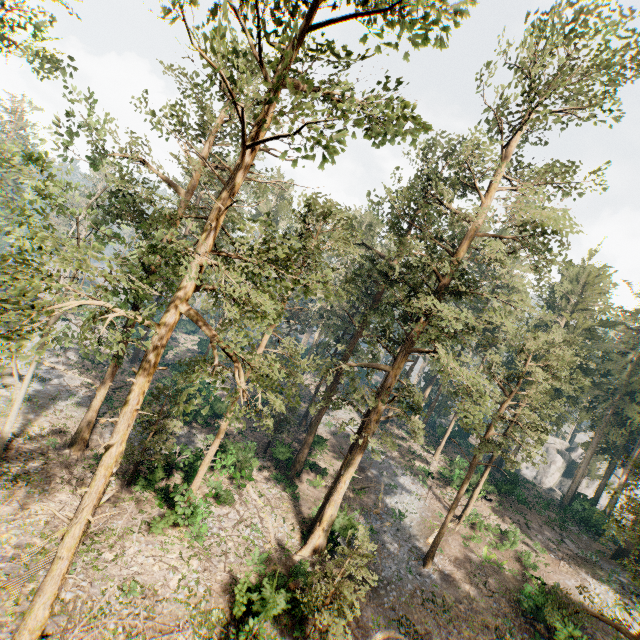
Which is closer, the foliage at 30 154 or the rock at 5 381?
the foliage at 30 154

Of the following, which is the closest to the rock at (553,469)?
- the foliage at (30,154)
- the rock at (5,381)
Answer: the foliage at (30,154)

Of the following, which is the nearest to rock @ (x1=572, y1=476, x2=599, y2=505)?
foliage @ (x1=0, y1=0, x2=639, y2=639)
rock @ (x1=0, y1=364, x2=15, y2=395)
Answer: foliage @ (x1=0, y1=0, x2=639, y2=639)

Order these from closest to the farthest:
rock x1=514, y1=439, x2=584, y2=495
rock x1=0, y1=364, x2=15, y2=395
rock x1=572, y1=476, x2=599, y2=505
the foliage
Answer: the foliage
rock x1=0, y1=364, x2=15, y2=395
rock x1=572, y1=476, x2=599, y2=505
rock x1=514, y1=439, x2=584, y2=495

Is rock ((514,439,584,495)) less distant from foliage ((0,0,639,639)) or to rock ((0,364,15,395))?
foliage ((0,0,639,639))

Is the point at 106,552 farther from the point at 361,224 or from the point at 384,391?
the point at 361,224
